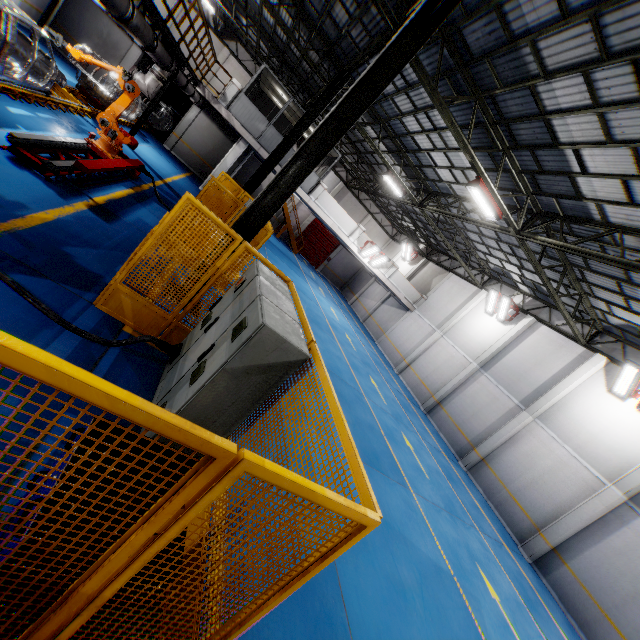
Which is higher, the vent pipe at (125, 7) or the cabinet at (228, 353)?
the vent pipe at (125, 7)

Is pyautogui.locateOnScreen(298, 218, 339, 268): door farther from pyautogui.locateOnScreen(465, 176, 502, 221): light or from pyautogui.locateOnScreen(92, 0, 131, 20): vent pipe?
pyautogui.locateOnScreen(465, 176, 502, 221): light

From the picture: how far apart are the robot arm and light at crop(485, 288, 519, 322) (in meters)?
18.57

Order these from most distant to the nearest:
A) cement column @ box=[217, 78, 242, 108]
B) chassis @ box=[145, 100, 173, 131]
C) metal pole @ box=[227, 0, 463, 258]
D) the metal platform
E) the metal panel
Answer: chassis @ box=[145, 100, 173, 131] < cement column @ box=[217, 78, 242, 108] < the metal platform < metal pole @ box=[227, 0, 463, 258] < the metal panel

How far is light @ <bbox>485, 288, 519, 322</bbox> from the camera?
18.3m

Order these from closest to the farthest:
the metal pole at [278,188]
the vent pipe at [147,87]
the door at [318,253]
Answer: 1. the metal pole at [278,188]
2. the vent pipe at [147,87]
3. the door at [318,253]

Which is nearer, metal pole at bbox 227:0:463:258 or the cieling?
metal pole at bbox 227:0:463:258

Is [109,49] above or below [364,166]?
below
